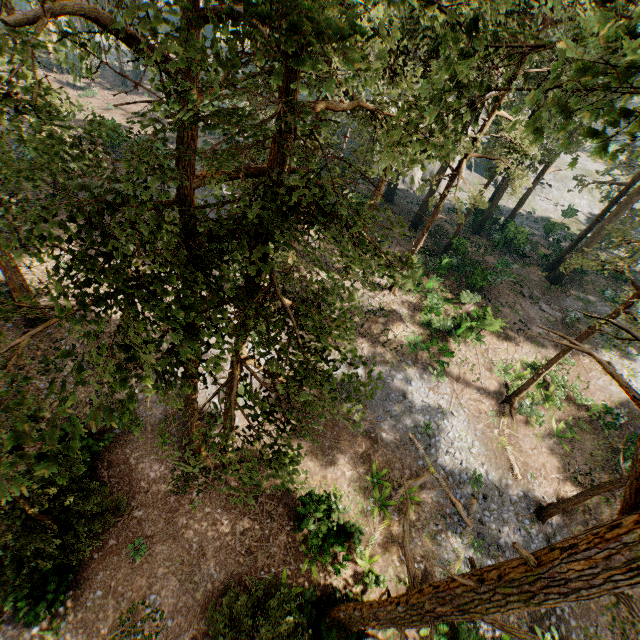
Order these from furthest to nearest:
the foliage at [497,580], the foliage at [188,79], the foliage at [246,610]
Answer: the foliage at [246,610] → the foliage at [497,580] → the foliage at [188,79]

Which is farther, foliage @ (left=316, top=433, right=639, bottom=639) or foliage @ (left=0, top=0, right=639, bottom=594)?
foliage @ (left=316, top=433, right=639, bottom=639)

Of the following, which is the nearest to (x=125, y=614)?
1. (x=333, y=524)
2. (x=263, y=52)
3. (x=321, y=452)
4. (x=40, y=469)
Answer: (x=333, y=524)

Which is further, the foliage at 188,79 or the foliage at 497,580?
the foliage at 497,580

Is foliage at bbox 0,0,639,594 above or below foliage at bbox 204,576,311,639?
above

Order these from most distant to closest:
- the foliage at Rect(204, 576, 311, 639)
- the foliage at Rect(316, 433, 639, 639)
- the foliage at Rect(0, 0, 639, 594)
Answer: the foliage at Rect(204, 576, 311, 639) < the foliage at Rect(316, 433, 639, 639) < the foliage at Rect(0, 0, 639, 594)
